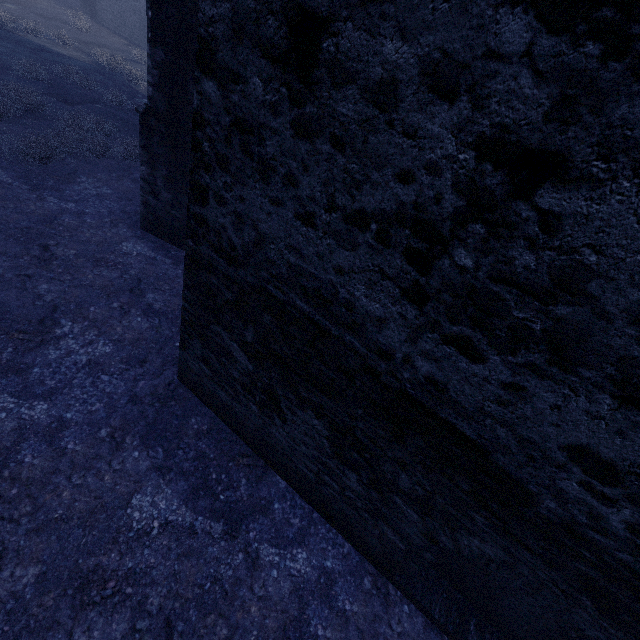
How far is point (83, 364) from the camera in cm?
414
